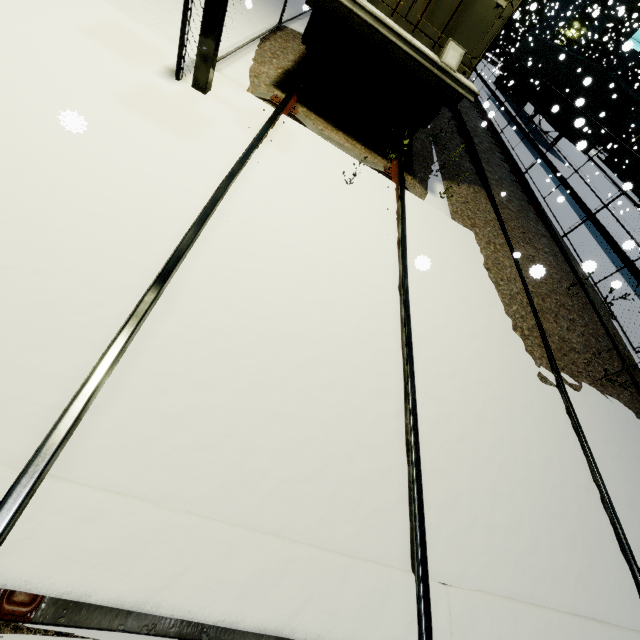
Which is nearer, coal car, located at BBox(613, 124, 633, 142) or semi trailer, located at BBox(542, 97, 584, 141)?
semi trailer, located at BBox(542, 97, 584, 141)

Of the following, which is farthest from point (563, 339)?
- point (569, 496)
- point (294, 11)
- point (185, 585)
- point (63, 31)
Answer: point (294, 11)

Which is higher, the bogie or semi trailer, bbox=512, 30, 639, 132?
semi trailer, bbox=512, 30, 639, 132

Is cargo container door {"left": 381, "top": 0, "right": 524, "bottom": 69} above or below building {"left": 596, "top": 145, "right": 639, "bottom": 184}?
above

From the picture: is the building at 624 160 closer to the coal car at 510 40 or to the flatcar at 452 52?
the coal car at 510 40

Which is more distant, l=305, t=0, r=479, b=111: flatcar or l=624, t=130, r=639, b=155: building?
l=624, t=130, r=639, b=155: building

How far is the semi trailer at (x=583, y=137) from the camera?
6.0 meters

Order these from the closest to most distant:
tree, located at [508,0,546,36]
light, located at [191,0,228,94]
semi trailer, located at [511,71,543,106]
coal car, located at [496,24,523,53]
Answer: light, located at [191,0,228,94]
tree, located at [508,0,546,36]
semi trailer, located at [511,71,543,106]
coal car, located at [496,24,523,53]
